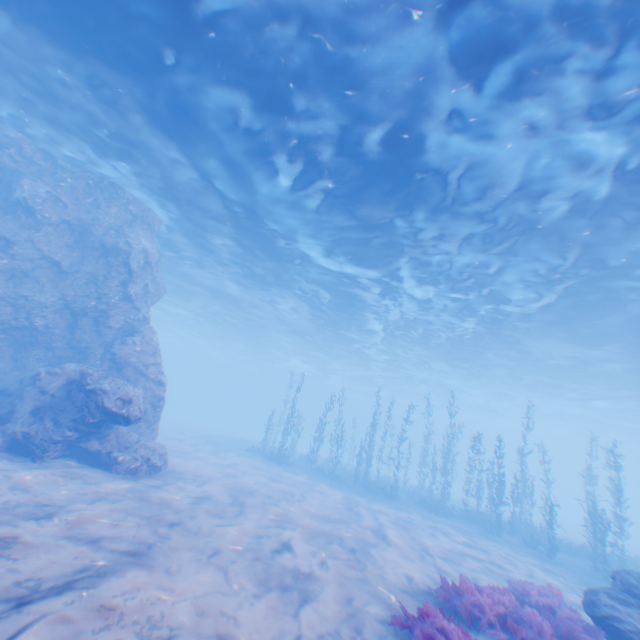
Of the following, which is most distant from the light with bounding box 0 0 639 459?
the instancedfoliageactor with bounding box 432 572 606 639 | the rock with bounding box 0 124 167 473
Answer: the instancedfoliageactor with bounding box 432 572 606 639

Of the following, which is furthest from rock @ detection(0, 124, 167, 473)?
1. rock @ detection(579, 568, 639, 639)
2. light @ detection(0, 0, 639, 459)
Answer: rock @ detection(579, 568, 639, 639)

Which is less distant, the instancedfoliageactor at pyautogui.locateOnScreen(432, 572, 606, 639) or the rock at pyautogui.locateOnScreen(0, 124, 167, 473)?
the instancedfoliageactor at pyautogui.locateOnScreen(432, 572, 606, 639)

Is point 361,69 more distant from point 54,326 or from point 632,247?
point 54,326

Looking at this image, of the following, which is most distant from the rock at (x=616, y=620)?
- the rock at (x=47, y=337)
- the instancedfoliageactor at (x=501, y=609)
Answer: the rock at (x=47, y=337)

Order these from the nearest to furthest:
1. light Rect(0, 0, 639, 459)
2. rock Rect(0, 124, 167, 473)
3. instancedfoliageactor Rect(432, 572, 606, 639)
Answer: instancedfoliageactor Rect(432, 572, 606, 639), light Rect(0, 0, 639, 459), rock Rect(0, 124, 167, 473)

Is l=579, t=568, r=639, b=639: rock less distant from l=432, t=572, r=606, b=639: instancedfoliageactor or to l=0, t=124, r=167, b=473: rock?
l=432, t=572, r=606, b=639: instancedfoliageactor

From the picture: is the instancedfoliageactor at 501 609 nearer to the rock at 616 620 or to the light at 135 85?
the rock at 616 620
